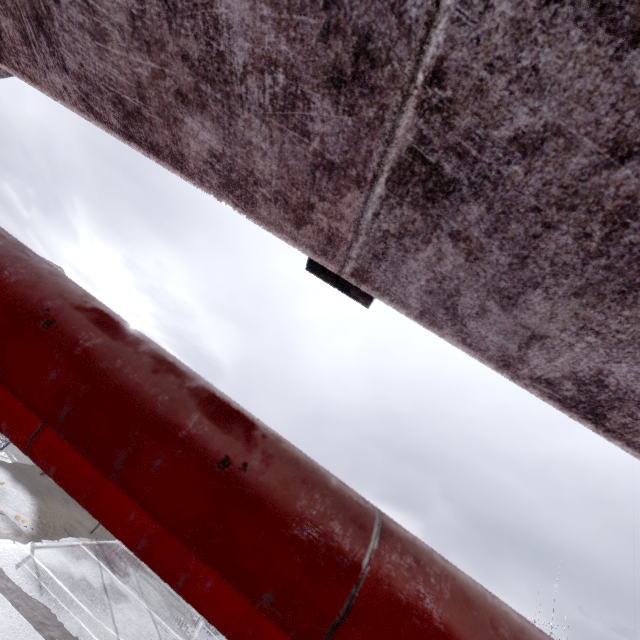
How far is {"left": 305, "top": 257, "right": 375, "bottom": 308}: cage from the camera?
0.81m

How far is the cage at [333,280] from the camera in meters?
0.8

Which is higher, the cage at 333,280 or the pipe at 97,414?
the cage at 333,280

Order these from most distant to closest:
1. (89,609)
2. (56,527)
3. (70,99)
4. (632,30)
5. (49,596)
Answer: (56,527)
(89,609)
(49,596)
(70,99)
(632,30)

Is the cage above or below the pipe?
above
